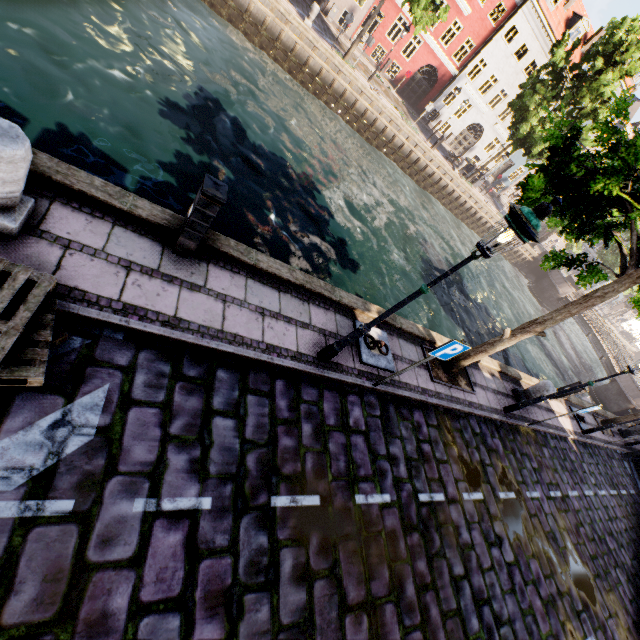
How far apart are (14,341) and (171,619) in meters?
2.8 m

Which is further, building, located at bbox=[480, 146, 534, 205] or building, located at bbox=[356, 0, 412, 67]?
building, located at bbox=[480, 146, 534, 205]

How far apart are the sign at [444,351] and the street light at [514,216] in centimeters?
101cm

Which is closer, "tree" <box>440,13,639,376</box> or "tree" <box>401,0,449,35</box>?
"tree" <box>440,13,639,376</box>

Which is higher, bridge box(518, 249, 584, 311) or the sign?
the sign

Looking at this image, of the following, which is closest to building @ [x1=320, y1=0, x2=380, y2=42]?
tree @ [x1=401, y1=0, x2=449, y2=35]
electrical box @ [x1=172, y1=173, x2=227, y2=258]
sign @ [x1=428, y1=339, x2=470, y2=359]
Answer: tree @ [x1=401, y1=0, x2=449, y2=35]

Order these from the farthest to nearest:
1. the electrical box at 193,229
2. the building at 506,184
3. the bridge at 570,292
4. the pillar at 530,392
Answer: the building at 506,184 < the bridge at 570,292 < the pillar at 530,392 < the electrical box at 193,229

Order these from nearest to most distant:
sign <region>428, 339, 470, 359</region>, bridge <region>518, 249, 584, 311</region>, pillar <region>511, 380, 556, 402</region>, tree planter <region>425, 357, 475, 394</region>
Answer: sign <region>428, 339, 470, 359</region> < tree planter <region>425, 357, 475, 394</region> < pillar <region>511, 380, 556, 402</region> < bridge <region>518, 249, 584, 311</region>
